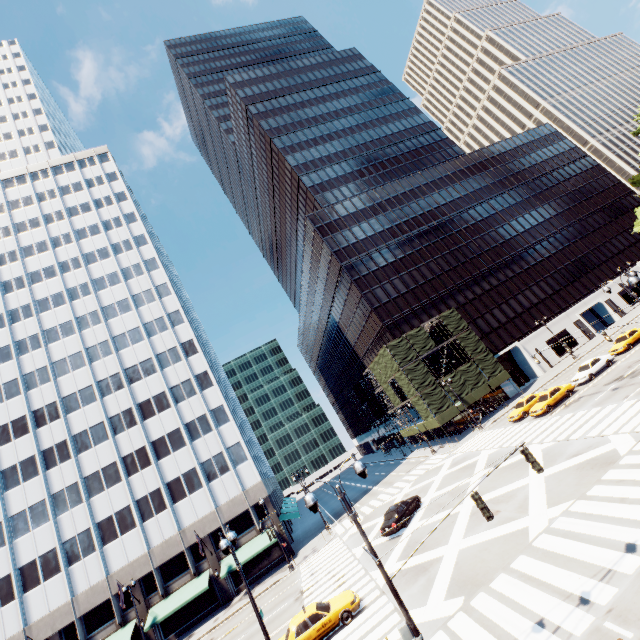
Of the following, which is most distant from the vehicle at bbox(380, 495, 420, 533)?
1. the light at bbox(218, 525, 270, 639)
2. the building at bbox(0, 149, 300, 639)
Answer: the building at bbox(0, 149, 300, 639)

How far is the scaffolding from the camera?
43.72m

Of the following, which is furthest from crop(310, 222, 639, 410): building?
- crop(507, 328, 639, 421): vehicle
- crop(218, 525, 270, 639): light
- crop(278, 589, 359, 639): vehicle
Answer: crop(218, 525, 270, 639): light

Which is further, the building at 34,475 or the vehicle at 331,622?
the building at 34,475

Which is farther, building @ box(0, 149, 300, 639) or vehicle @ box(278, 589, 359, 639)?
building @ box(0, 149, 300, 639)

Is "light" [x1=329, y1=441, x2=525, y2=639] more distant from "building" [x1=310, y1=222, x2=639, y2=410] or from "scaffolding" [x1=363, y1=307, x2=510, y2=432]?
"building" [x1=310, y1=222, x2=639, y2=410]

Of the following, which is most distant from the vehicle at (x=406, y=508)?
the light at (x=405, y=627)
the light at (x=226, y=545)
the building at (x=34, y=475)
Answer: the light at (x=405, y=627)

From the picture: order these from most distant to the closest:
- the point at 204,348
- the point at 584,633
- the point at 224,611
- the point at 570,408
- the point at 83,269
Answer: the point at 204,348
the point at 83,269
the point at 224,611
the point at 570,408
the point at 584,633
